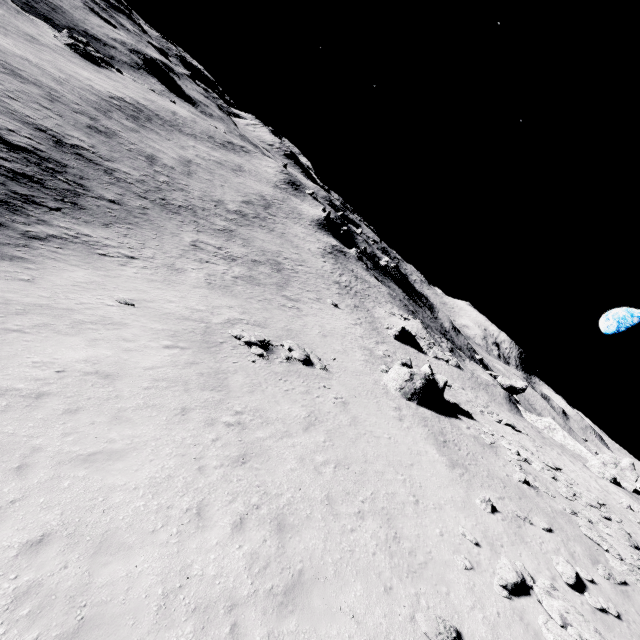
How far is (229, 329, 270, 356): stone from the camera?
19.45m

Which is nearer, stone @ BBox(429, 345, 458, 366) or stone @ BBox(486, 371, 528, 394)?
stone @ BBox(429, 345, 458, 366)

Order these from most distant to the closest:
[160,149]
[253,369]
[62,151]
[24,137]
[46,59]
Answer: [160,149]
[46,59]
[62,151]
[24,137]
[253,369]

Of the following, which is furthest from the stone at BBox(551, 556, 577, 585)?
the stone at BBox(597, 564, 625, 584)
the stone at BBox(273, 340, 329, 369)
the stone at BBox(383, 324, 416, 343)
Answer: the stone at BBox(383, 324, 416, 343)

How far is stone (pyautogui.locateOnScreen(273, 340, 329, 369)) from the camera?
21.3m

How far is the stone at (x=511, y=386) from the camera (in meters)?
50.50

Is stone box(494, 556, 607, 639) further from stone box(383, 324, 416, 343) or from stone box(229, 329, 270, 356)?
stone box(383, 324, 416, 343)

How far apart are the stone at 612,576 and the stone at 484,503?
4.18m
